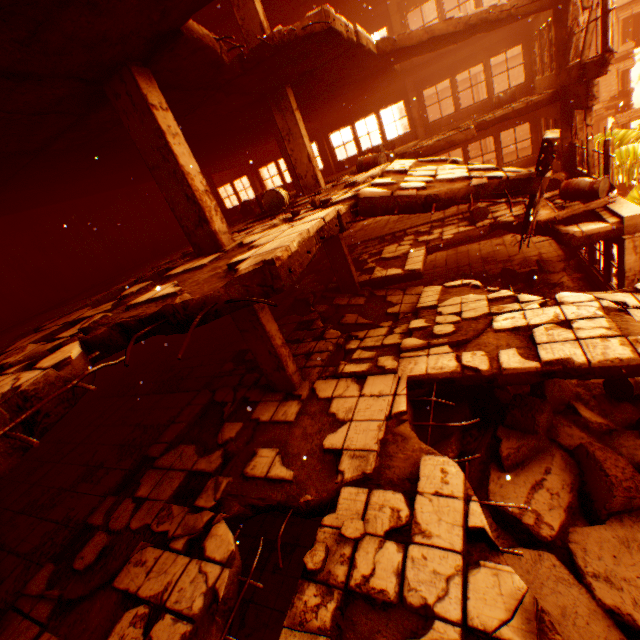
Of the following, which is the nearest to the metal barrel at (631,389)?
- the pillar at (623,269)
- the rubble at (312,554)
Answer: the pillar at (623,269)

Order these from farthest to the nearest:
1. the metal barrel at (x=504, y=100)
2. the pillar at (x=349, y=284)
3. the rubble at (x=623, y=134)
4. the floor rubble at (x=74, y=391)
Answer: the metal barrel at (x=504, y=100) → the rubble at (x=623, y=134) → the pillar at (x=349, y=284) → the floor rubble at (x=74, y=391)

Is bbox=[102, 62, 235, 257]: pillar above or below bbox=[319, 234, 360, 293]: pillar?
above

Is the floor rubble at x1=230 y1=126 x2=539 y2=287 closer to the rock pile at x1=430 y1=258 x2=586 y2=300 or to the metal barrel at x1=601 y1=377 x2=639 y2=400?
the rock pile at x1=430 y1=258 x2=586 y2=300

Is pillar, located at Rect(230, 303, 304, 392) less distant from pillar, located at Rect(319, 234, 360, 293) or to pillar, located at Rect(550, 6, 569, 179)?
pillar, located at Rect(319, 234, 360, 293)

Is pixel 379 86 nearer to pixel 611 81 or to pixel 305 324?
pixel 305 324

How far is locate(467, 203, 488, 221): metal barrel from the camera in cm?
1119

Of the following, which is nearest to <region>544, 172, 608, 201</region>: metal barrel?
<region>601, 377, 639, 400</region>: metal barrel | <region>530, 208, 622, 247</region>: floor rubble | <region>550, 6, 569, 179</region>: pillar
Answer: <region>530, 208, 622, 247</region>: floor rubble
